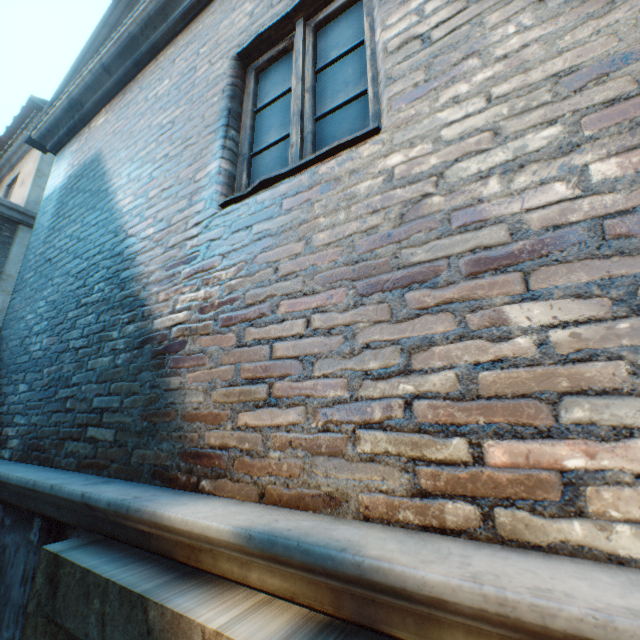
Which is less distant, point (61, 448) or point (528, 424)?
point (528, 424)
